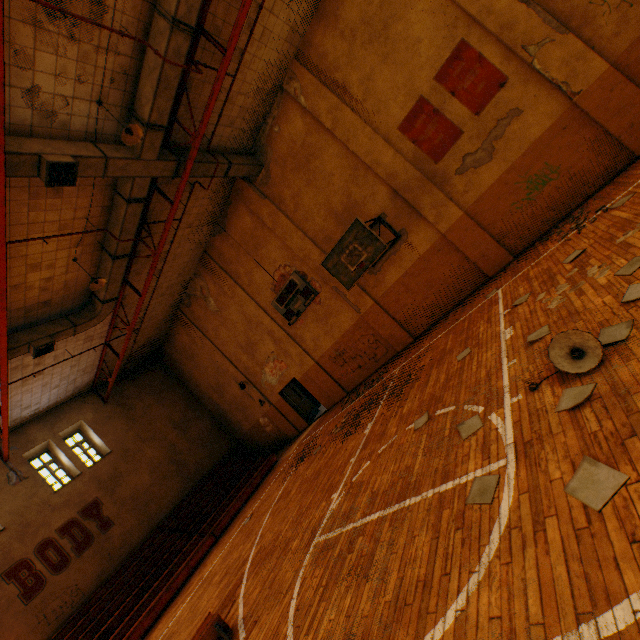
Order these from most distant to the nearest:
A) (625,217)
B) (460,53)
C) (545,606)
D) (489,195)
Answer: (489,195) < (460,53) < (625,217) < (545,606)

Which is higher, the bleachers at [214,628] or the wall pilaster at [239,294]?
the wall pilaster at [239,294]

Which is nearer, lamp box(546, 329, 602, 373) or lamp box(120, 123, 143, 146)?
lamp box(546, 329, 602, 373)

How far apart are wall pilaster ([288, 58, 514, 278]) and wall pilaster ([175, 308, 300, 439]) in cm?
1113

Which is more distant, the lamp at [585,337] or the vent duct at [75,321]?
the vent duct at [75,321]

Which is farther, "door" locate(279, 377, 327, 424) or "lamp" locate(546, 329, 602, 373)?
"door" locate(279, 377, 327, 424)

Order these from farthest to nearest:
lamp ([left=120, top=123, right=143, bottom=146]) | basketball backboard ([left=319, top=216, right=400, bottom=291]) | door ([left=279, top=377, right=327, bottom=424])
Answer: door ([left=279, top=377, right=327, bottom=424])
basketball backboard ([left=319, top=216, right=400, bottom=291])
lamp ([left=120, top=123, right=143, bottom=146])

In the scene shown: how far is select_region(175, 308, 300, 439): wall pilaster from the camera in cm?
1614
